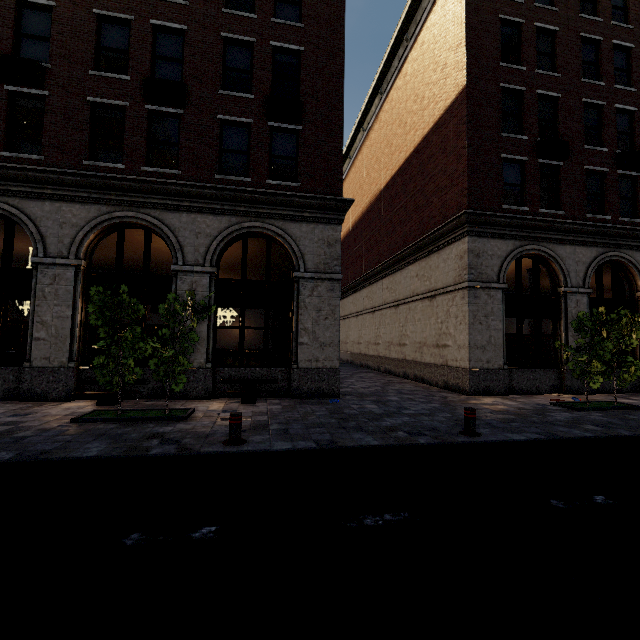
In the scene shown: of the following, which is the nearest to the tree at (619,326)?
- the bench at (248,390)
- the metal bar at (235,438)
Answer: the bench at (248,390)

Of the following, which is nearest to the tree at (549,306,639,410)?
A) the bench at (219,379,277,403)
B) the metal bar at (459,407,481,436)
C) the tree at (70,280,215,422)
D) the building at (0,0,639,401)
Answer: the metal bar at (459,407,481,436)

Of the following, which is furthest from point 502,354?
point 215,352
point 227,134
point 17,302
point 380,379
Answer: point 17,302

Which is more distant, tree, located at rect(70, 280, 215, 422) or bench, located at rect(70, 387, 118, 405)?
bench, located at rect(70, 387, 118, 405)

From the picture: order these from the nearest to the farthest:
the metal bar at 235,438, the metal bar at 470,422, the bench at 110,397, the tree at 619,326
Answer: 1. the metal bar at 235,438
2. the metal bar at 470,422
3. the bench at 110,397
4. the tree at 619,326

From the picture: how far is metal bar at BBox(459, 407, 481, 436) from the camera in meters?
6.9

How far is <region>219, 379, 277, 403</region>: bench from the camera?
9.84m

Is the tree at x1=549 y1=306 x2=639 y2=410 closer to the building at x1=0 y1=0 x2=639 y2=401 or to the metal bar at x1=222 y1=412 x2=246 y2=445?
the building at x1=0 y1=0 x2=639 y2=401
